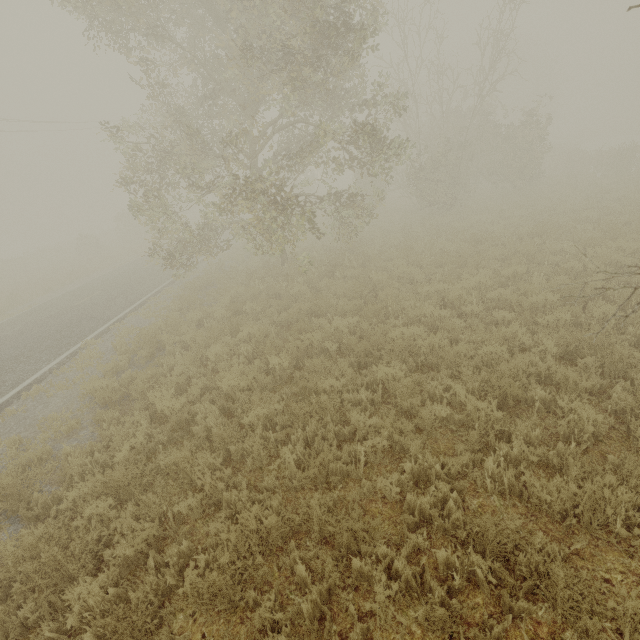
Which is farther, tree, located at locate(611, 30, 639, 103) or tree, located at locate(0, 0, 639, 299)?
tree, located at locate(611, 30, 639, 103)

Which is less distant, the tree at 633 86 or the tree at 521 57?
the tree at 521 57

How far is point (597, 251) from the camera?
9.12m
